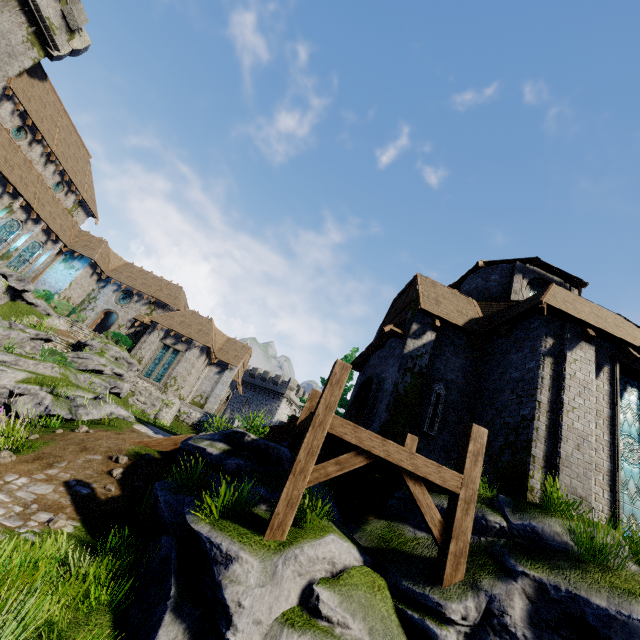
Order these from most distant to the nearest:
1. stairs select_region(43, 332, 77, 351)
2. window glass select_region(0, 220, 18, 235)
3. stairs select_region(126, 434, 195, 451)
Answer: window glass select_region(0, 220, 18, 235), stairs select_region(43, 332, 77, 351), stairs select_region(126, 434, 195, 451)

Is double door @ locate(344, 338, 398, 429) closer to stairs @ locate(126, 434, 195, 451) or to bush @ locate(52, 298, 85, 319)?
stairs @ locate(126, 434, 195, 451)

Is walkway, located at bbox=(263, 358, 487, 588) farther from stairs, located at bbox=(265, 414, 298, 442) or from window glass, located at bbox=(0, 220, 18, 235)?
window glass, located at bbox=(0, 220, 18, 235)

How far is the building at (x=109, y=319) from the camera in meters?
38.4

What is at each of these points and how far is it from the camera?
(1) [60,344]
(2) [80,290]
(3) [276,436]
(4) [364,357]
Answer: (1) stairs, 24.6m
(2) building, 33.3m
(3) stairs, 11.2m
(4) awning, 15.5m

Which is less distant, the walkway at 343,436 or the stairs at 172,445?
the walkway at 343,436

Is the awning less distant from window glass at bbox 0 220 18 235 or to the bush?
the bush

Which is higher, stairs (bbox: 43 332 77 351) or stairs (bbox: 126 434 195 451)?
stairs (bbox: 43 332 77 351)
